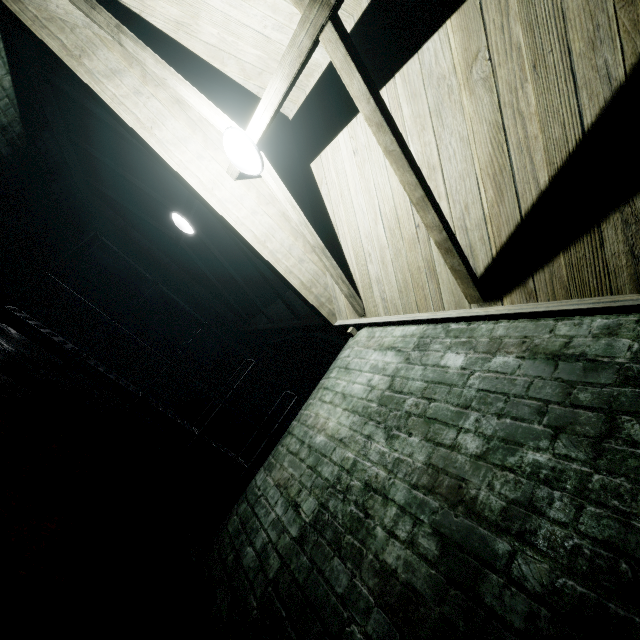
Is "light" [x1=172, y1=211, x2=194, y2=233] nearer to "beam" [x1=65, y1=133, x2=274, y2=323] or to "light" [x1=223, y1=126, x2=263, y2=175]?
"beam" [x1=65, y1=133, x2=274, y2=323]

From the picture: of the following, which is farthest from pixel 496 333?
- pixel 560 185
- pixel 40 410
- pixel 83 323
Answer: pixel 83 323

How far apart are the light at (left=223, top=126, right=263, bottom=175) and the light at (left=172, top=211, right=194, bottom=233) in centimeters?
184cm

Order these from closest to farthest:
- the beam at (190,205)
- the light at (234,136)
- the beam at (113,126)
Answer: the light at (234,136)
the beam at (113,126)
the beam at (190,205)

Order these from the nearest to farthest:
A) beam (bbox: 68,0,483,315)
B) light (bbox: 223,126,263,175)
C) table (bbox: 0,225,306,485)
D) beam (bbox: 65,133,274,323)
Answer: beam (bbox: 68,0,483,315)
light (bbox: 223,126,263,175)
beam (bbox: 65,133,274,323)
table (bbox: 0,225,306,485)

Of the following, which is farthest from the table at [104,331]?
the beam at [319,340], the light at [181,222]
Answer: the light at [181,222]

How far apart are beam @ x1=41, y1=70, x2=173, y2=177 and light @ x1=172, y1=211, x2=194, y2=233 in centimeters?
0cm

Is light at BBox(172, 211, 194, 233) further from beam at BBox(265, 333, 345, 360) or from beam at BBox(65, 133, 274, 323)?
beam at BBox(265, 333, 345, 360)
